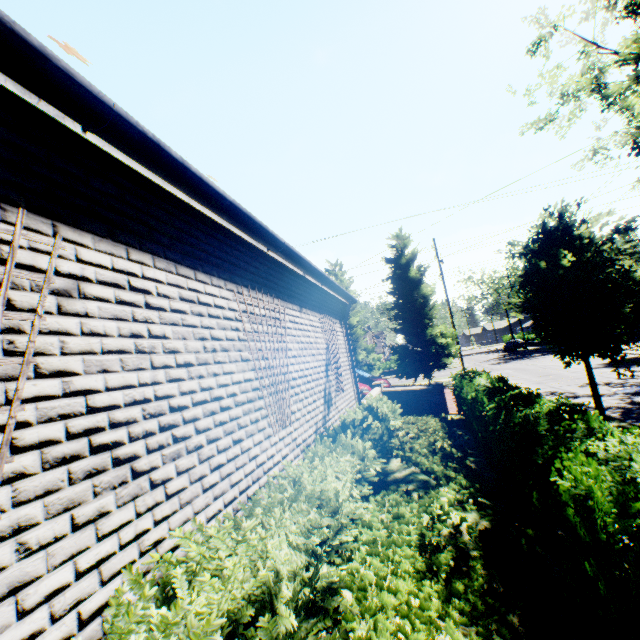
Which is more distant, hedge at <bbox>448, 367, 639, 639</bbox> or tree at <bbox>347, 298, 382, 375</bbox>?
tree at <bbox>347, 298, 382, 375</bbox>

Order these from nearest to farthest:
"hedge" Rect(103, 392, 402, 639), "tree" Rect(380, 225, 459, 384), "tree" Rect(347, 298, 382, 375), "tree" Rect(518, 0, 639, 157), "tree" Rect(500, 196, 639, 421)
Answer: "hedge" Rect(103, 392, 402, 639) → "tree" Rect(500, 196, 639, 421) → "tree" Rect(518, 0, 639, 157) → "tree" Rect(380, 225, 459, 384) → "tree" Rect(347, 298, 382, 375)

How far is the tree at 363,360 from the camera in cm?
2470

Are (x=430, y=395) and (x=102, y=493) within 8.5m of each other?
no

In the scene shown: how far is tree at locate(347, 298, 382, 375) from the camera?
24.7 meters

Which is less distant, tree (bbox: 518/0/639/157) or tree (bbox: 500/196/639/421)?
tree (bbox: 500/196/639/421)

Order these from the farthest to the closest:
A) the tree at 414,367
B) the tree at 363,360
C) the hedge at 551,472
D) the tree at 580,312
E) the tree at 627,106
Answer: the tree at 363,360 → the tree at 414,367 → the tree at 627,106 → the tree at 580,312 → the hedge at 551,472
